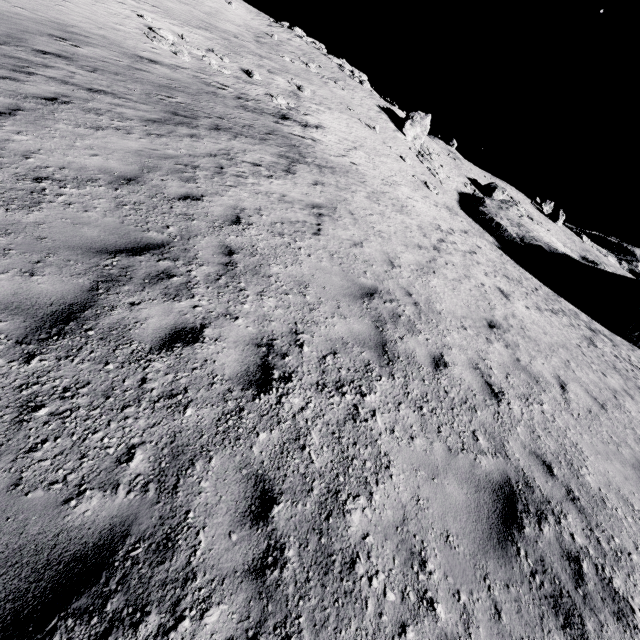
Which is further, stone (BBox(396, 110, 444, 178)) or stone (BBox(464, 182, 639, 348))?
stone (BBox(396, 110, 444, 178))

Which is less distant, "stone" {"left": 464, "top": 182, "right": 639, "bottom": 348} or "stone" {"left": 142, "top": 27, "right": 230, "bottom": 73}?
"stone" {"left": 142, "top": 27, "right": 230, "bottom": 73}

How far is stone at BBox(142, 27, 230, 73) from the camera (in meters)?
17.86

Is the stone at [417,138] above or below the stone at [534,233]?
above

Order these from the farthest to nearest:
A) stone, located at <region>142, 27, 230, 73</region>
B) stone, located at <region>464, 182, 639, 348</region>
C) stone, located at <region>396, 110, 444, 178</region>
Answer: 1. stone, located at <region>396, 110, 444, 178</region>
2. stone, located at <region>464, 182, 639, 348</region>
3. stone, located at <region>142, 27, 230, 73</region>

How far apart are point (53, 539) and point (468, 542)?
3.32m

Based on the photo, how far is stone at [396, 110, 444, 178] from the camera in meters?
34.8 m

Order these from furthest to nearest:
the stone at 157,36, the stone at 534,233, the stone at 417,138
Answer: the stone at 417,138 → the stone at 534,233 → the stone at 157,36
